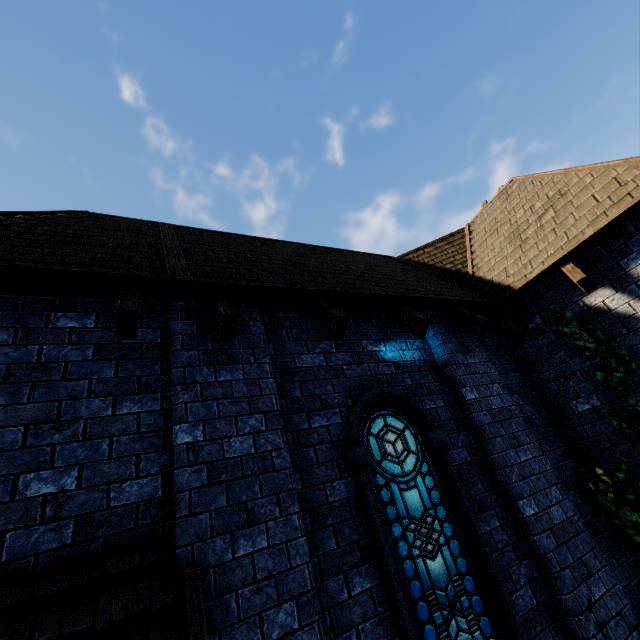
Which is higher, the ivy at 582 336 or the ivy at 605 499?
the ivy at 582 336

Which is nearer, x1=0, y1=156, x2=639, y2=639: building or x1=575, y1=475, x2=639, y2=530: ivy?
x1=0, y1=156, x2=639, y2=639: building

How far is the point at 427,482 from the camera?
3.8 meters

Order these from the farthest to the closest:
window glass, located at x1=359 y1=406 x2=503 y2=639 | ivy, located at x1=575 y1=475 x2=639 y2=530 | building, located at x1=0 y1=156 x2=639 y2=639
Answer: ivy, located at x1=575 y1=475 x2=639 y2=530, window glass, located at x1=359 y1=406 x2=503 y2=639, building, located at x1=0 y1=156 x2=639 y2=639

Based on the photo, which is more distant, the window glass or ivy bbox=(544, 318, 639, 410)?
ivy bbox=(544, 318, 639, 410)

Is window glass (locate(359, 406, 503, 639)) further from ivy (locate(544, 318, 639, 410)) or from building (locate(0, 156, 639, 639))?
ivy (locate(544, 318, 639, 410))

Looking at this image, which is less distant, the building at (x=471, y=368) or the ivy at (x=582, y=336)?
the building at (x=471, y=368)

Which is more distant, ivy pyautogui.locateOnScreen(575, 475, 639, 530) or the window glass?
ivy pyautogui.locateOnScreen(575, 475, 639, 530)
